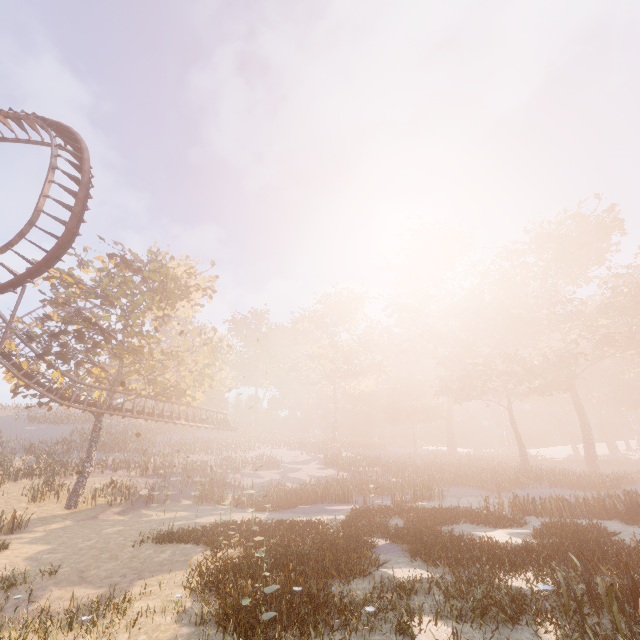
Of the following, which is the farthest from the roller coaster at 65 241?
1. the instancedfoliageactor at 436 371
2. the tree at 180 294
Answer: the instancedfoliageactor at 436 371

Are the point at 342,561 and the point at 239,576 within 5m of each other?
yes

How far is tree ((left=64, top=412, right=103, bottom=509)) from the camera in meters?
21.9 m

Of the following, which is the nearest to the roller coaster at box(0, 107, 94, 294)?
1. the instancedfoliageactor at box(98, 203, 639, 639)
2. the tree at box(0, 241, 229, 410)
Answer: the tree at box(0, 241, 229, 410)

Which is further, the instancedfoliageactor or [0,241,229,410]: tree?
[0,241,229,410]: tree

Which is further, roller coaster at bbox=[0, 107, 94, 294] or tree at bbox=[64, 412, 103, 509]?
tree at bbox=[64, 412, 103, 509]
